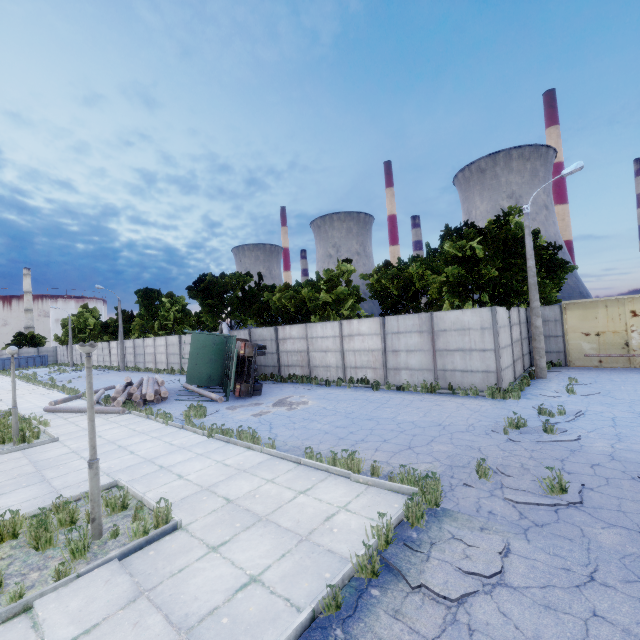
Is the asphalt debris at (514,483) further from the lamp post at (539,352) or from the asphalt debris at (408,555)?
the lamp post at (539,352)

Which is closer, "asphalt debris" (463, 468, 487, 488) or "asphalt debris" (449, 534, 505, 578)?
"asphalt debris" (449, 534, 505, 578)

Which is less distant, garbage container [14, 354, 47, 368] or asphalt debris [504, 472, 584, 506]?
asphalt debris [504, 472, 584, 506]

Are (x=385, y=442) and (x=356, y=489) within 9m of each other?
yes

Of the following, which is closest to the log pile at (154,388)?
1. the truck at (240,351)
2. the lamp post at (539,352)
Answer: the truck at (240,351)

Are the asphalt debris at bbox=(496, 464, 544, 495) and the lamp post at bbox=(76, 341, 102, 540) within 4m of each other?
no

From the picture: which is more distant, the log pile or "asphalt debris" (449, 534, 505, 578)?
the log pile

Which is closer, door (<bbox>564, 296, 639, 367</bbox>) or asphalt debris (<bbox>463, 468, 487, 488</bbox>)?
asphalt debris (<bbox>463, 468, 487, 488</bbox>)
